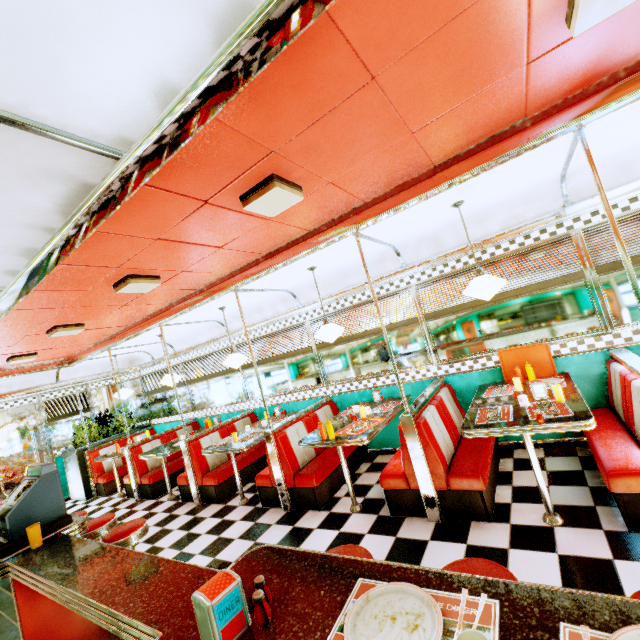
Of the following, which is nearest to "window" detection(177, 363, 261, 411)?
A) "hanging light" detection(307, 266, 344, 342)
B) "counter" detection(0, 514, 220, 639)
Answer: "hanging light" detection(307, 266, 344, 342)

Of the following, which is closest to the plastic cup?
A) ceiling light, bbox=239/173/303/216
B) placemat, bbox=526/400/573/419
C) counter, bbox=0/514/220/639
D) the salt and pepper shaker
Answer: counter, bbox=0/514/220/639

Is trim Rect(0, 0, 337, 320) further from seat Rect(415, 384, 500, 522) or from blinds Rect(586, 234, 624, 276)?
seat Rect(415, 384, 500, 522)

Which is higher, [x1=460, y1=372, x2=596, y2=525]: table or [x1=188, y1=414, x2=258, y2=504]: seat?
[x1=460, y1=372, x2=596, y2=525]: table

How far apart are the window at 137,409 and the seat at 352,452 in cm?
616

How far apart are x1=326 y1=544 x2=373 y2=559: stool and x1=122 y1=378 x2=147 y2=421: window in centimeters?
870cm

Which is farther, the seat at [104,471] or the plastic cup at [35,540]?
the seat at [104,471]

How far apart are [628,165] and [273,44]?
4.15m
